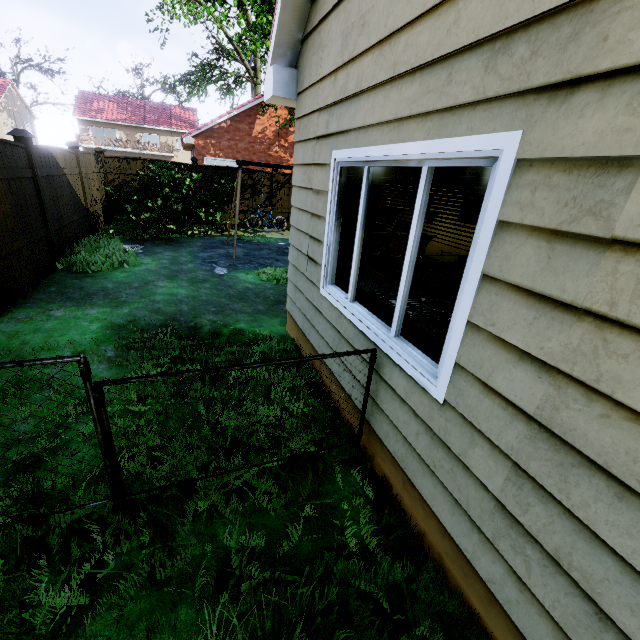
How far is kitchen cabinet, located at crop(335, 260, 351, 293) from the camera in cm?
357

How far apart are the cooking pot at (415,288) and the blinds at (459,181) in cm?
64

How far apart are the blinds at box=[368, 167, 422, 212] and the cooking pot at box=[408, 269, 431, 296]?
0.64m

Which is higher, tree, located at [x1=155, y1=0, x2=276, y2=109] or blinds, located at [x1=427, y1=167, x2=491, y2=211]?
tree, located at [x1=155, y1=0, x2=276, y2=109]

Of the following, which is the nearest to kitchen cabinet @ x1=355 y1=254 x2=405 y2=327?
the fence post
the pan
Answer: the pan

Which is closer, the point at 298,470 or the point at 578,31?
the point at 578,31

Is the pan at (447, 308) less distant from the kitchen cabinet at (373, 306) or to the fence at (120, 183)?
the kitchen cabinet at (373, 306)

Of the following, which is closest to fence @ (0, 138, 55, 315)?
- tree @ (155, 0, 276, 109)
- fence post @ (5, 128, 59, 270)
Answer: fence post @ (5, 128, 59, 270)
